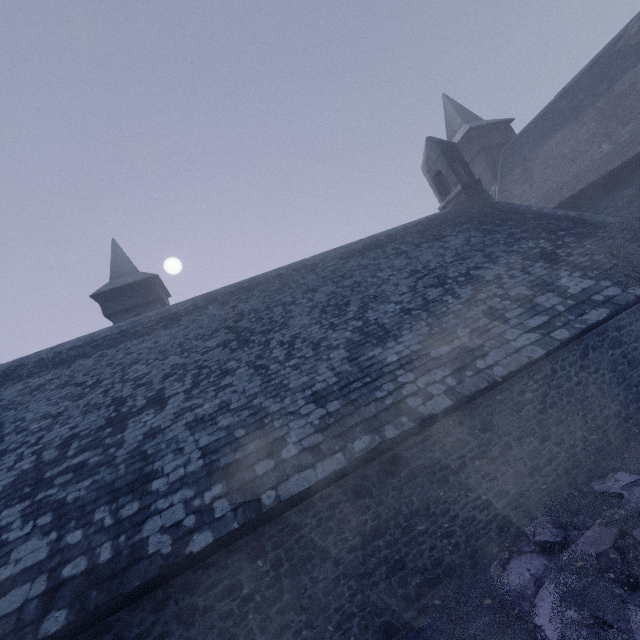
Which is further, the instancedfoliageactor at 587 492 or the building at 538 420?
the building at 538 420

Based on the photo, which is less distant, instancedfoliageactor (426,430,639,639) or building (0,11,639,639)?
instancedfoliageactor (426,430,639,639)

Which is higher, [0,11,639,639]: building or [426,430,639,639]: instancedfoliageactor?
[0,11,639,639]: building

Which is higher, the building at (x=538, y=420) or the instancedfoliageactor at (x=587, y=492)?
the building at (x=538, y=420)

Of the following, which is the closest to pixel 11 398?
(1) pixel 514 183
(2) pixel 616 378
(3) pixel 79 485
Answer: (3) pixel 79 485
